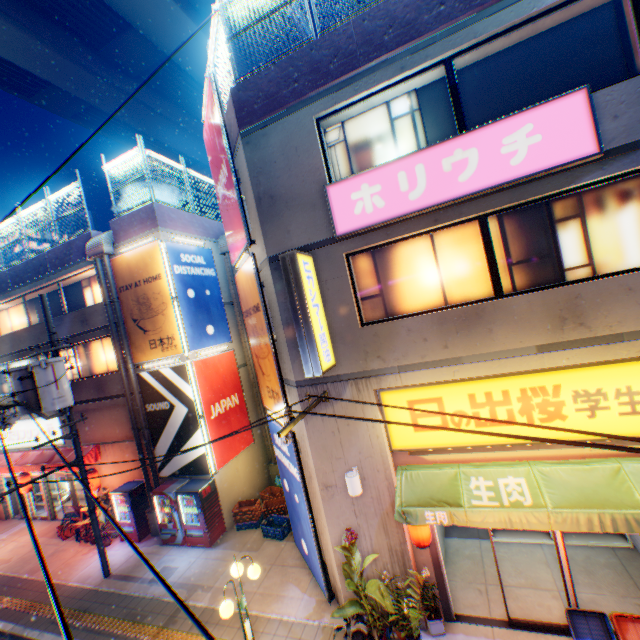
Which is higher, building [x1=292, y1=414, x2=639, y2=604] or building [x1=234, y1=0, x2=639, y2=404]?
building [x1=234, y1=0, x2=639, y2=404]

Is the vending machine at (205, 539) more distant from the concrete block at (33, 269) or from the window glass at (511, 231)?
A: the concrete block at (33, 269)

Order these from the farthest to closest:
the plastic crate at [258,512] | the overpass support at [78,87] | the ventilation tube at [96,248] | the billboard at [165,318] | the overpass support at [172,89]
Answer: the overpass support at [172,89], the overpass support at [78,87], the ventilation tube at [96,248], the billboard at [165,318], the plastic crate at [258,512]

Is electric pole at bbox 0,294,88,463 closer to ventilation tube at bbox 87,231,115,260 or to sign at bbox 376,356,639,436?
ventilation tube at bbox 87,231,115,260

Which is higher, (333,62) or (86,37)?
(86,37)

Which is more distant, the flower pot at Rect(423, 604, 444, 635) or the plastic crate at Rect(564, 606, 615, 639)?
the flower pot at Rect(423, 604, 444, 635)

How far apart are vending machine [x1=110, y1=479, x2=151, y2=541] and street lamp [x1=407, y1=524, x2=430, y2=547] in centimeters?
1125cm

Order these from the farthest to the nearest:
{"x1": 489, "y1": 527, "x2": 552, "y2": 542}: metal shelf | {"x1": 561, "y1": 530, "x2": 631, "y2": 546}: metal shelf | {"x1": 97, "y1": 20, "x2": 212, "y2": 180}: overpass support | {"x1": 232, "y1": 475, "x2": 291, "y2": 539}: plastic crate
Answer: →
1. {"x1": 97, "y1": 20, "x2": 212, "y2": 180}: overpass support
2. {"x1": 232, "y1": 475, "x2": 291, "y2": 539}: plastic crate
3. {"x1": 489, "y1": 527, "x2": 552, "y2": 542}: metal shelf
4. {"x1": 561, "y1": 530, "x2": 631, "y2": 546}: metal shelf
